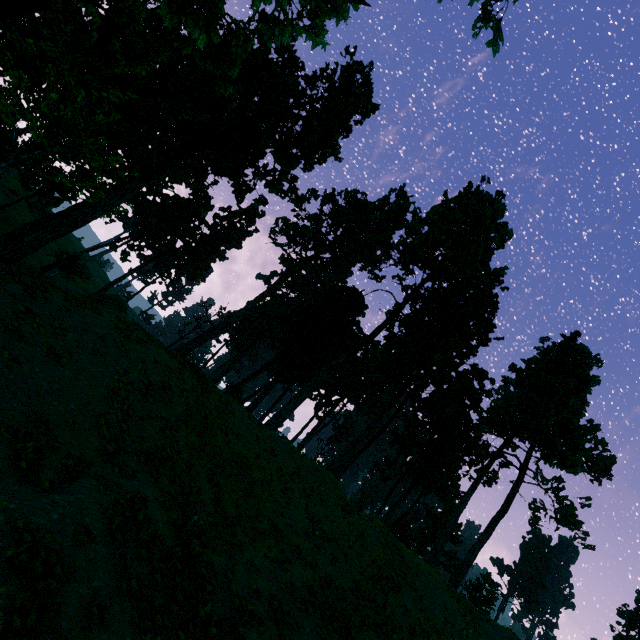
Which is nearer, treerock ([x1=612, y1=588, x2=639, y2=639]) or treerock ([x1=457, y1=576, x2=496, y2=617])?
treerock ([x1=457, y1=576, x2=496, y2=617])

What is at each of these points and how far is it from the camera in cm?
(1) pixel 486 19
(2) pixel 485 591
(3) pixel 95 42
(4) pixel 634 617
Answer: (1) treerock, 595
(2) treerock, 4094
(3) treerock, 3403
(4) treerock, 5022

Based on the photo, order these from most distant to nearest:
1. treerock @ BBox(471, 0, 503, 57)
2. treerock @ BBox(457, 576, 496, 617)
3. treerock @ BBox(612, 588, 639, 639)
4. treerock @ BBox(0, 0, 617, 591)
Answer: treerock @ BBox(612, 588, 639, 639) → treerock @ BBox(457, 576, 496, 617) → treerock @ BBox(0, 0, 617, 591) → treerock @ BBox(471, 0, 503, 57)

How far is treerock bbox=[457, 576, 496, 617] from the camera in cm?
3850

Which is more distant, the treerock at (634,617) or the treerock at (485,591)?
the treerock at (634,617)
